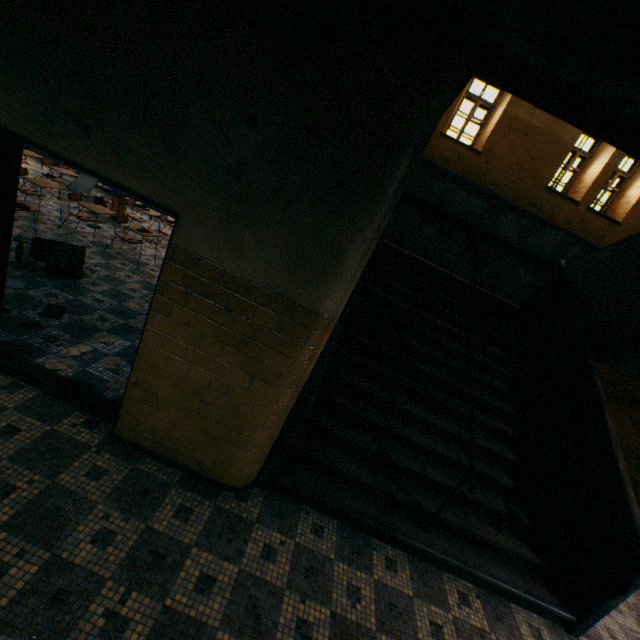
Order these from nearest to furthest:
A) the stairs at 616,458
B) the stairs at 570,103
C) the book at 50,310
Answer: the stairs at 570,103, the stairs at 616,458, the book at 50,310

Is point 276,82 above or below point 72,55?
above

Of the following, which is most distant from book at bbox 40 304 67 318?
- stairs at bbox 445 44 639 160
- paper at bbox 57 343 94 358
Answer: stairs at bbox 445 44 639 160

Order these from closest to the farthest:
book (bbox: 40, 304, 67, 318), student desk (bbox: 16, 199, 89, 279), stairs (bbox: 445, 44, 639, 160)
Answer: stairs (bbox: 445, 44, 639, 160) → book (bbox: 40, 304, 67, 318) → student desk (bbox: 16, 199, 89, 279)

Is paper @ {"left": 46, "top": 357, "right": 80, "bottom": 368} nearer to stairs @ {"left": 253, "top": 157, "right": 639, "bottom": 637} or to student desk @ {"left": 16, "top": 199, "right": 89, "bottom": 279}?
student desk @ {"left": 16, "top": 199, "right": 89, "bottom": 279}

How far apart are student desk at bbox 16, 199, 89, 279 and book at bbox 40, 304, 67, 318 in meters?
1.0

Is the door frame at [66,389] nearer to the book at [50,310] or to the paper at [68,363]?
the paper at [68,363]

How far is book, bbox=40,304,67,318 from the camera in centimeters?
410cm
